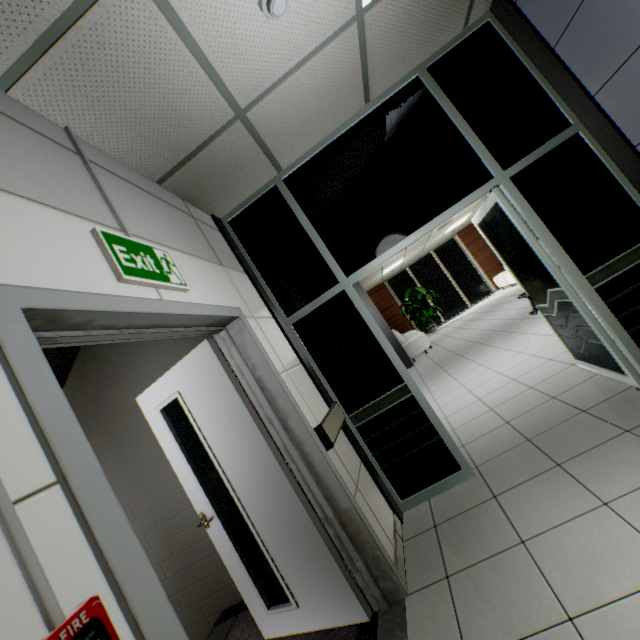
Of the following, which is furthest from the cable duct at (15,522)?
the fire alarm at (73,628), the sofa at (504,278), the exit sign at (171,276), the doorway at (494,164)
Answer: the sofa at (504,278)

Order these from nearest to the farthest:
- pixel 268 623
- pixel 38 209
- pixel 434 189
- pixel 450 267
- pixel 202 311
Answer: pixel 38 209 < pixel 202 311 < pixel 268 623 < pixel 434 189 < pixel 450 267

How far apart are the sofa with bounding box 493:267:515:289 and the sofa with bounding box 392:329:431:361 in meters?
4.0 m

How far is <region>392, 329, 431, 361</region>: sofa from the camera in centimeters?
991cm

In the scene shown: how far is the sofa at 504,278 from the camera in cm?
1238

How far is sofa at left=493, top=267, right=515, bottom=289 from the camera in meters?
12.4

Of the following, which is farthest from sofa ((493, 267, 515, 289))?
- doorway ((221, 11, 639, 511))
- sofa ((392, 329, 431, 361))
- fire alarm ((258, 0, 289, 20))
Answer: fire alarm ((258, 0, 289, 20))

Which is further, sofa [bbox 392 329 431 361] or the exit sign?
sofa [bbox 392 329 431 361]
